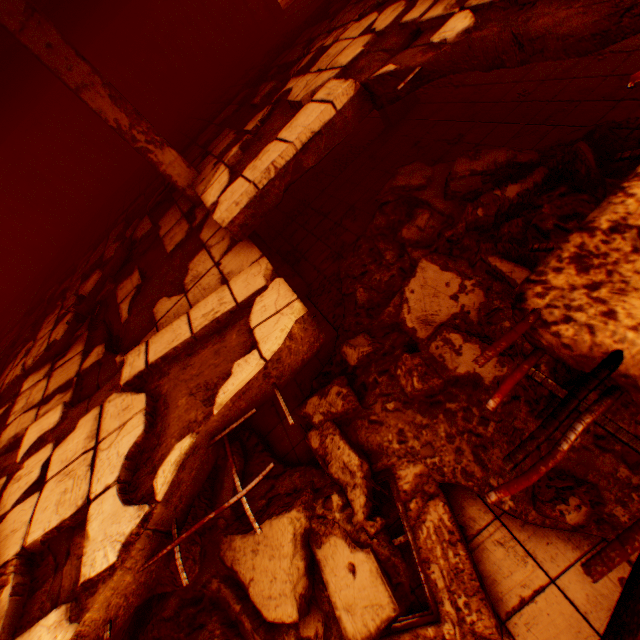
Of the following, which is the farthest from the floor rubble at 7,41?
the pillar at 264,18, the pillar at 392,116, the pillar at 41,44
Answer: the pillar at 264,18

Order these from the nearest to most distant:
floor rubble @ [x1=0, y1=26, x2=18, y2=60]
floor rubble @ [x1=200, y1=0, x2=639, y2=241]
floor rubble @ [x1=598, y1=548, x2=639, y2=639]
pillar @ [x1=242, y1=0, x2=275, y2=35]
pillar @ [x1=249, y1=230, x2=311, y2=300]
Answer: floor rubble @ [x1=598, y1=548, x2=639, y2=639] → floor rubble @ [x1=200, y1=0, x2=639, y2=241] → floor rubble @ [x1=0, y1=26, x2=18, y2=60] → pillar @ [x1=249, y1=230, x2=311, y2=300] → pillar @ [x1=242, y1=0, x2=275, y2=35]

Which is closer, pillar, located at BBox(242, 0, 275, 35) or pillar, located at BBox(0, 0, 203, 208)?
pillar, located at BBox(0, 0, 203, 208)

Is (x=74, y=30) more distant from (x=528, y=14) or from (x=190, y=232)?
(x=528, y=14)

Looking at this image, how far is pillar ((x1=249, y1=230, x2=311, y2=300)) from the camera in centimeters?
575cm

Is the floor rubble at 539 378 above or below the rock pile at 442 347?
above

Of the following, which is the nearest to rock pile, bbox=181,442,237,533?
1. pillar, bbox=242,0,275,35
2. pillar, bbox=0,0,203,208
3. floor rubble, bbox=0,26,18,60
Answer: pillar, bbox=0,0,203,208

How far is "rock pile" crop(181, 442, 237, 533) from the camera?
3.8 meters
